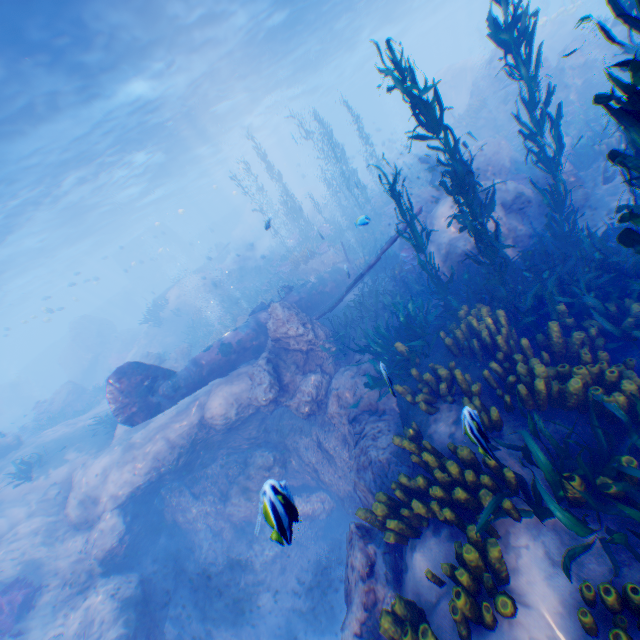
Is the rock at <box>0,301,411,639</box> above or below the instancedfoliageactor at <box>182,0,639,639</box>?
below

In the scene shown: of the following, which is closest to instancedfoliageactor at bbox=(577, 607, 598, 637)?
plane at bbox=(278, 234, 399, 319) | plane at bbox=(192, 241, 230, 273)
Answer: plane at bbox=(278, 234, 399, 319)

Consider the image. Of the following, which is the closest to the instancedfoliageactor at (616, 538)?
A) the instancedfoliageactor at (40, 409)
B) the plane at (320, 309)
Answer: the plane at (320, 309)

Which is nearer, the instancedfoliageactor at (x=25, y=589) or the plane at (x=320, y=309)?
the instancedfoliageactor at (x=25, y=589)

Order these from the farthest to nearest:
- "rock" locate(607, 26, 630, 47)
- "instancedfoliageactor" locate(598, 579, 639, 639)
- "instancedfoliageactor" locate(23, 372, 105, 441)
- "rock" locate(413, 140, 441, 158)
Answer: "rock" locate(413, 140, 441, 158) < "instancedfoliageactor" locate(23, 372, 105, 441) < "rock" locate(607, 26, 630, 47) < "instancedfoliageactor" locate(598, 579, 639, 639)

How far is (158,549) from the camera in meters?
12.5

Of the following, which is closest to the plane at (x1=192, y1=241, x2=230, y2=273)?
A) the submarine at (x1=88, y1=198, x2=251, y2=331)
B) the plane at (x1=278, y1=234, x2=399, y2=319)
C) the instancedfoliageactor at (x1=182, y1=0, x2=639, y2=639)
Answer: the submarine at (x1=88, y1=198, x2=251, y2=331)
